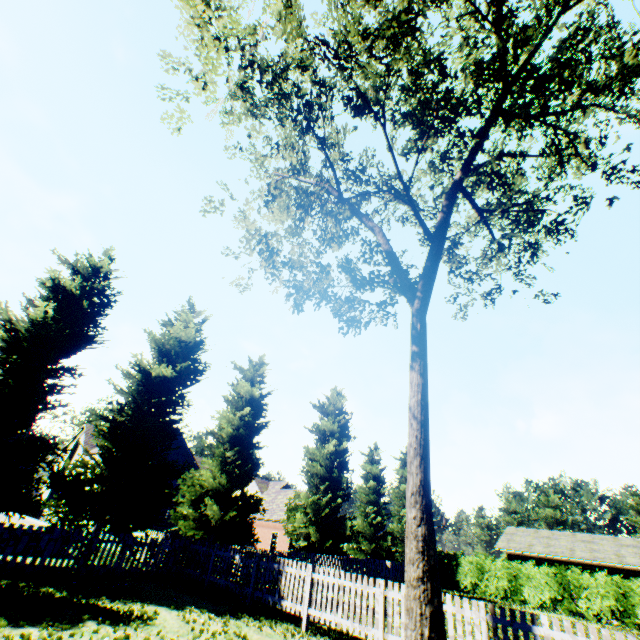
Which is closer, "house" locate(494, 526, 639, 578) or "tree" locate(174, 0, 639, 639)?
"tree" locate(174, 0, 639, 639)

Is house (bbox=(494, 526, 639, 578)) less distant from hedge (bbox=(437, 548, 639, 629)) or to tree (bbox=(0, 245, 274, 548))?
hedge (bbox=(437, 548, 639, 629))

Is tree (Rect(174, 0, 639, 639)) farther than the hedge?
No

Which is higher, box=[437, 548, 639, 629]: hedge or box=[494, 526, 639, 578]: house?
box=[494, 526, 639, 578]: house

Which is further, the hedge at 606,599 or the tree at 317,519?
the hedge at 606,599

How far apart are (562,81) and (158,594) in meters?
19.9

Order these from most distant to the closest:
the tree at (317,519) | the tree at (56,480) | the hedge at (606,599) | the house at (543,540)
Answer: the house at (543,540) → the hedge at (606,599) → the tree at (56,480) → the tree at (317,519)
